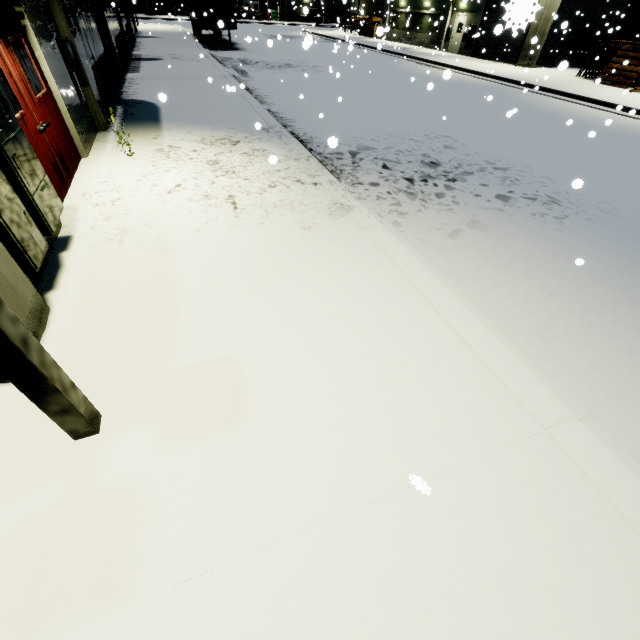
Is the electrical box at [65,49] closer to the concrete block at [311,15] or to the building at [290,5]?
the building at [290,5]

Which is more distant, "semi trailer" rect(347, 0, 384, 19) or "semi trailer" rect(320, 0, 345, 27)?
"semi trailer" rect(320, 0, 345, 27)

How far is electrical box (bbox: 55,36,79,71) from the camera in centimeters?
647cm

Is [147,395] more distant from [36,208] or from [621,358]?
[621,358]

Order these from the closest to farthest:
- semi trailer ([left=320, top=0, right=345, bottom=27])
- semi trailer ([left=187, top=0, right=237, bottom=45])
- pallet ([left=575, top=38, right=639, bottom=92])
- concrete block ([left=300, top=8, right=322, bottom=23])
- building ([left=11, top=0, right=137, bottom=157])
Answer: building ([left=11, top=0, right=137, bottom=157]), pallet ([left=575, top=38, right=639, bottom=92]), semi trailer ([left=187, top=0, right=237, bottom=45]), semi trailer ([left=320, top=0, right=345, bottom=27]), concrete block ([left=300, top=8, right=322, bottom=23])

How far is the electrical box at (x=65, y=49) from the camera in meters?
6.5

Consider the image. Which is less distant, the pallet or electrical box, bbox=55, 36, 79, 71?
electrical box, bbox=55, 36, 79, 71

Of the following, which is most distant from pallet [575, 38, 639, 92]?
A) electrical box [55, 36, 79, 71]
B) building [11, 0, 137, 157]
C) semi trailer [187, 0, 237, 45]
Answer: semi trailer [187, 0, 237, 45]
